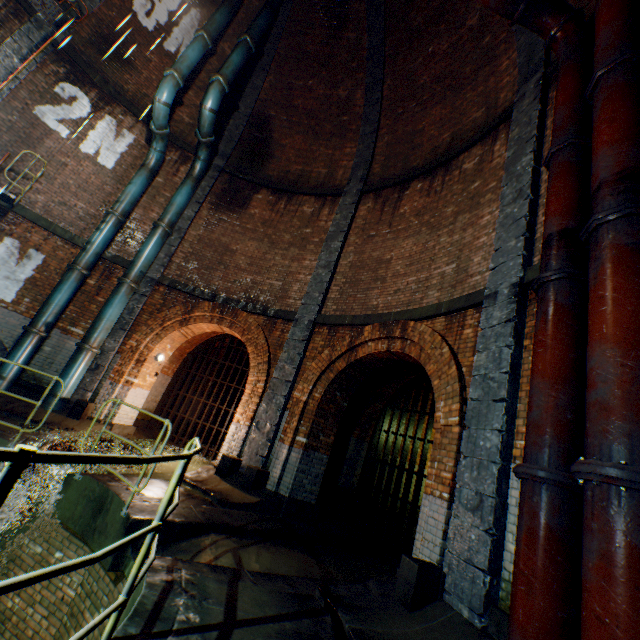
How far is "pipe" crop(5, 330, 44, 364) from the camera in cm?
818

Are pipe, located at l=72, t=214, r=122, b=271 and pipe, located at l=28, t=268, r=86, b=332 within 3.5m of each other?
yes

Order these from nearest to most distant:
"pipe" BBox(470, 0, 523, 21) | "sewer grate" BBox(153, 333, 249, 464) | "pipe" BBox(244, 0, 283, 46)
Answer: "pipe" BBox(470, 0, 523, 21), "pipe" BBox(244, 0, 283, 46), "sewer grate" BBox(153, 333, 249, 464)

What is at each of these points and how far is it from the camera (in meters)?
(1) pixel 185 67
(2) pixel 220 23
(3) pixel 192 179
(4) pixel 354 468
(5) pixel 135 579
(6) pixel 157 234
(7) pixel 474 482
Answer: (1) pipe, 9.68
(2) pipe, 10.57
(3) pipe, 11.04
(4) building tunnel, 9.36
(5) railing, 2.24
(6) pipe, 10.17
(7) support column, 4.03

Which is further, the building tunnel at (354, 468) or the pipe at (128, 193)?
the pipe at (128, 193)

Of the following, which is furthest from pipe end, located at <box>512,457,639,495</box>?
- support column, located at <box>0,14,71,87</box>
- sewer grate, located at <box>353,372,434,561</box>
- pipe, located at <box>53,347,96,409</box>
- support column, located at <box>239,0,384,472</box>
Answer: pipe, located at <box>53,347,96,409</box>

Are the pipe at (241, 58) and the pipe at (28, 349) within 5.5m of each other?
no

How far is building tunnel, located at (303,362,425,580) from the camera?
6.7m
